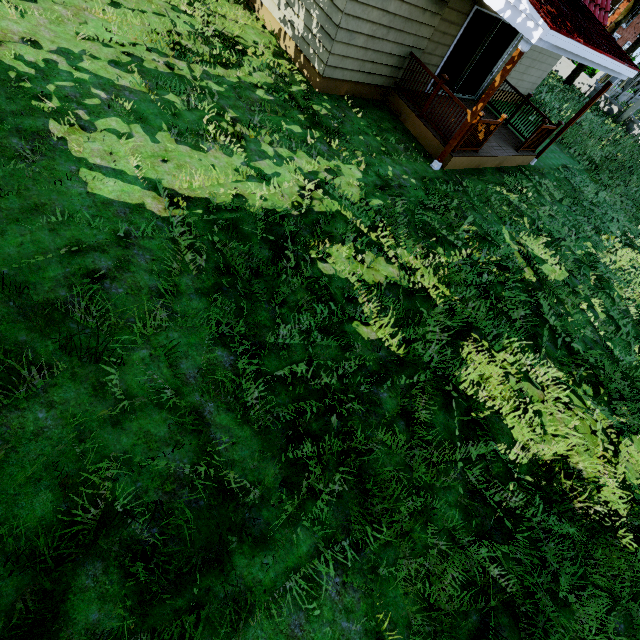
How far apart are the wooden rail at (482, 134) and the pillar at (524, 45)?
0.31m

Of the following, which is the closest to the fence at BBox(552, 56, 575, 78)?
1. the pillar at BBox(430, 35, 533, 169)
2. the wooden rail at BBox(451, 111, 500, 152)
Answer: the wooden rail at BBox(451, 111, 500, 152)

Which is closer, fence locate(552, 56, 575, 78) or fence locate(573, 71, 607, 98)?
fence locate(573, 71, 607, 98)

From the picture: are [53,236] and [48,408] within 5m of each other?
yes

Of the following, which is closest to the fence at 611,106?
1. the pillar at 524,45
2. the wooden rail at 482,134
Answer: the wooden rail at 482,134

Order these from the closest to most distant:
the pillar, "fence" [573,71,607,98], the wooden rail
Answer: the pillar, the wooden rail, "fence" [573,71,607,98]

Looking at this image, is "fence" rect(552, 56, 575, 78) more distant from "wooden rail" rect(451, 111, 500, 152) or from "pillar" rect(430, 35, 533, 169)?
"pillar" rect(430, 35, 533, 169)
